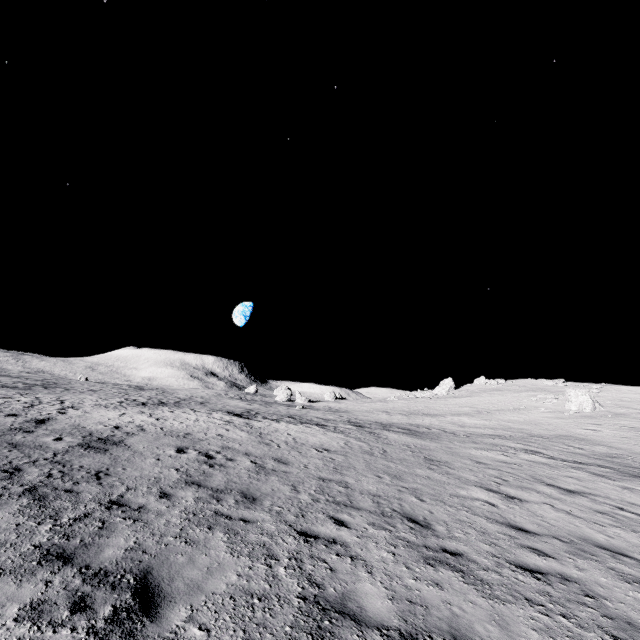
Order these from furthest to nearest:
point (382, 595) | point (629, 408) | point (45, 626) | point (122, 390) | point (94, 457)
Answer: point (122, 390)
point (629, 408)
point (94, 457)
point (382, 595)
point (45, 626)
